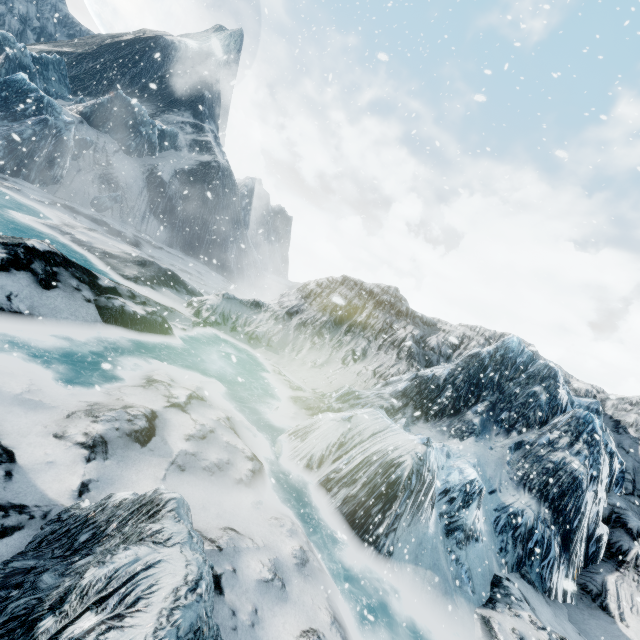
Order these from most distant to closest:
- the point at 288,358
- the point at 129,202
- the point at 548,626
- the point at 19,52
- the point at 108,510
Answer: the point at 19,52 → the point at 129,202 → the point at 288,358 → the point at 548,626 → the point at 108,510
